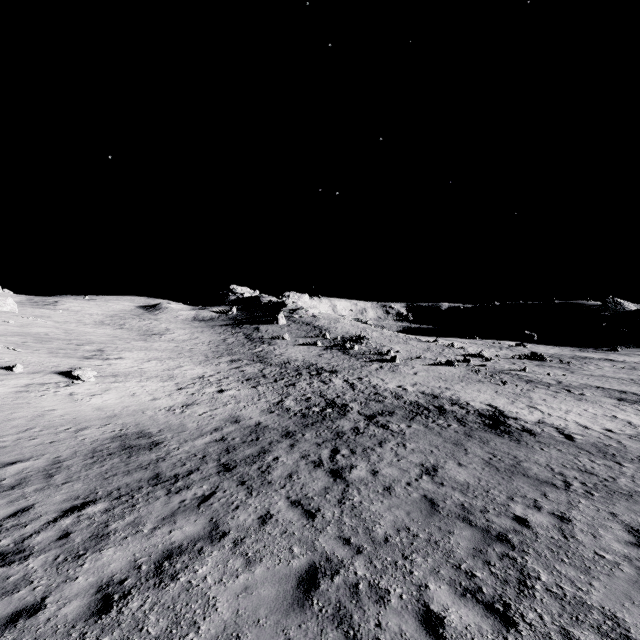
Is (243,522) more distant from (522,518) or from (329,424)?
(329,424)
